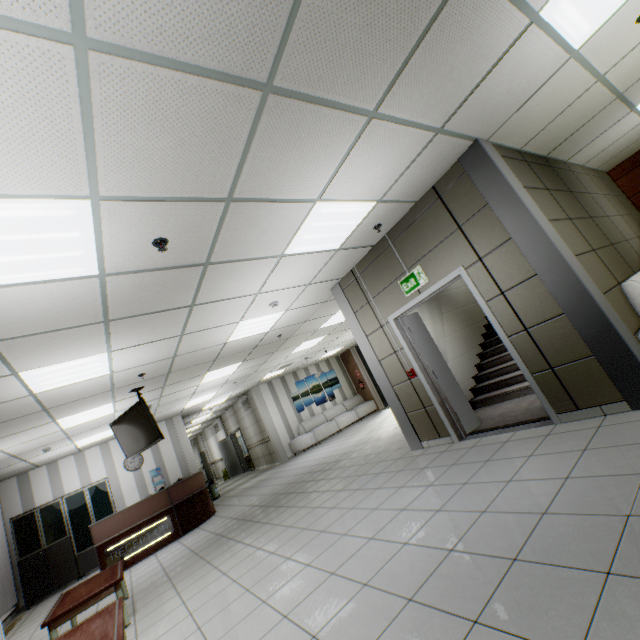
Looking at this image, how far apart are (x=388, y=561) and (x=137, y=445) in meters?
5.7

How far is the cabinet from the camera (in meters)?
8.19

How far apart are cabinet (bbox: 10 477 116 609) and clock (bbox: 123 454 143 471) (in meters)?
0.50

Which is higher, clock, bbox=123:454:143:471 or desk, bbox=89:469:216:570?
clock, bbox=123:454:143:471

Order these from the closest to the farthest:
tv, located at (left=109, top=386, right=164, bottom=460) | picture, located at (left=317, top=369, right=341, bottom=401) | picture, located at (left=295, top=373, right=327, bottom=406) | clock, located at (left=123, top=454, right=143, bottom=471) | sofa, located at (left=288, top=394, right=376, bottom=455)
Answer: tv, located at (left=109, top=386, right=164, bottom=460)
clock, located at (left=123, top=454, right=143, bottom=471)
sofa, located at (left=288, top=394, right=376, bottom=455)
picture, located at (left=295, top=373, right=327, bottom=406)
picture, located at (left=317, top=369, right=341, bottom=401)

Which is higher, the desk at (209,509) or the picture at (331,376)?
the picture at (331,376)

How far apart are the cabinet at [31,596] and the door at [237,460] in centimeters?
654cm

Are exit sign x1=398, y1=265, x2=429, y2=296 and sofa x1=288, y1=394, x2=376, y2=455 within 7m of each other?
no
